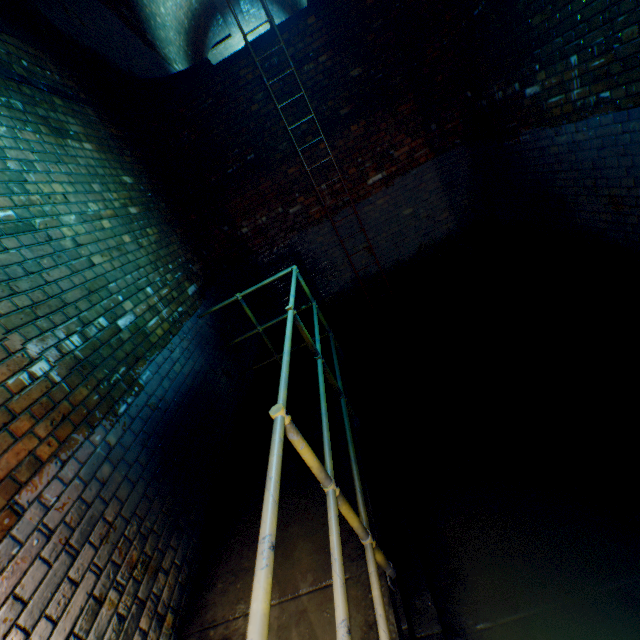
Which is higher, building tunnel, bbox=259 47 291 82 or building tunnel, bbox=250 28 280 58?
building tunnel, bbox=250 28 280 58

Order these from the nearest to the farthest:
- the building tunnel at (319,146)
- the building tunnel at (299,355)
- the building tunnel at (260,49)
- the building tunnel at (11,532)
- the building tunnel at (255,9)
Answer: the building tunnel at (11,532) < the building tunnel at (260,49) < the building tunnel at (319,146) < the building tunnel at (299,355) < the building tunnel at (255,9)

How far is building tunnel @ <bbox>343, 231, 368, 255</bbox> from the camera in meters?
5.8

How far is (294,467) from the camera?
2.8 meters

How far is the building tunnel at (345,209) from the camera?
5.6 meters

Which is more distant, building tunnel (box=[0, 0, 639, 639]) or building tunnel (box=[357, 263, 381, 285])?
building tunnel (box=[357, 263, 381, 285])
